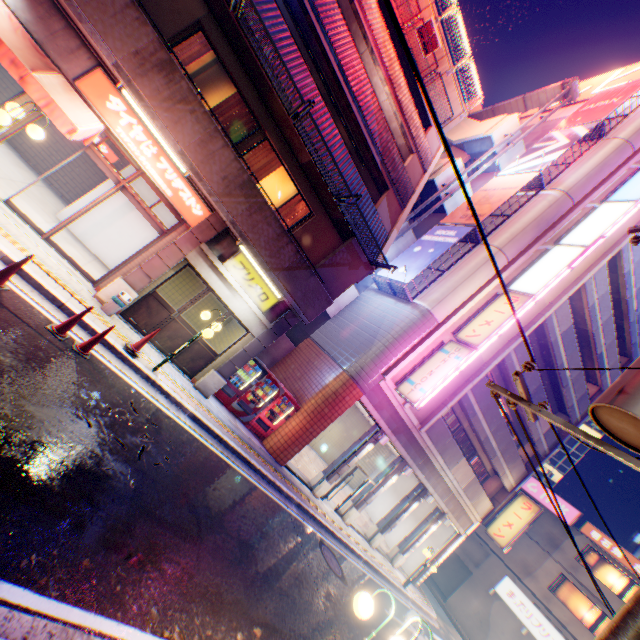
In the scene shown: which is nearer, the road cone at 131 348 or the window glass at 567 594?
the road cone at 131 348

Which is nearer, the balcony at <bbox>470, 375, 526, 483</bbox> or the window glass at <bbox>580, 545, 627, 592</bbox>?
the balcony at <bbox>470, 375, 526, 483</bbox>

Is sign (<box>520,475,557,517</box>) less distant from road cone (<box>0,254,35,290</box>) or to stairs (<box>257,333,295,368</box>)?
stairs (<box>257,333,295,368</box>)

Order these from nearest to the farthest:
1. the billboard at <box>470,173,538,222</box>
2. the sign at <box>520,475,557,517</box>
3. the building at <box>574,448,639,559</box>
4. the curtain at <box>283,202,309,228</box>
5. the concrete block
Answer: the curtain at <box>283,202,309,228</box>, the concrete block, the billboard at <box>470,173,538,222</box>, the sign at <box>520,475,557,517</box>, the building at <box>574,448,639,559</box>

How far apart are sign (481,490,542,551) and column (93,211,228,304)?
22.5 meters

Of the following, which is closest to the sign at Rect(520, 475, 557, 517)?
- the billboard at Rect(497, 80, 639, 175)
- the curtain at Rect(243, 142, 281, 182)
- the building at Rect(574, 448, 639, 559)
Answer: the billboard at Rect(497, 80, 639, 175)

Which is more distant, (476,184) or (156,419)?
(476,184)

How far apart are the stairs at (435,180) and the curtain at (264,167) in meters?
10.7 m
